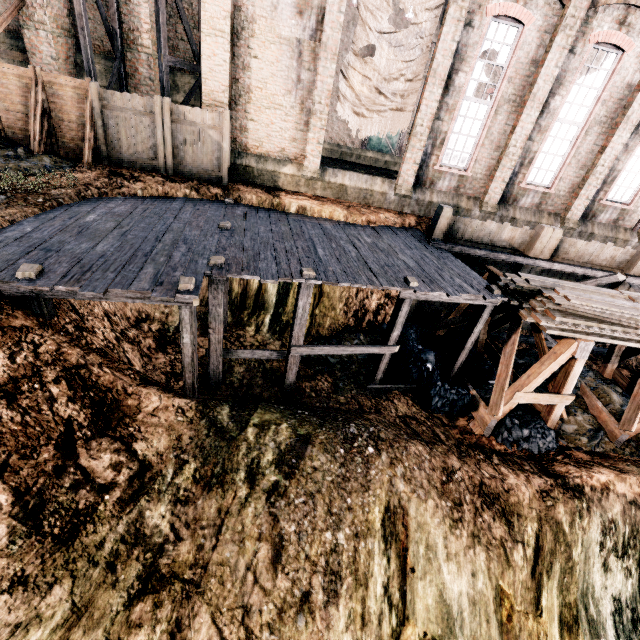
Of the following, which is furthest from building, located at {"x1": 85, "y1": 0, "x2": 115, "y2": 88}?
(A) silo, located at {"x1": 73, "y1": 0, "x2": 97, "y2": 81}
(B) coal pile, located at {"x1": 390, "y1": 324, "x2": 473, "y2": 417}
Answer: (B) coal pile, located at {"x1": 390, "y1": 324, "x2": 473, "y2": 417}

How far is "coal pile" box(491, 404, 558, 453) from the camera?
10.4m

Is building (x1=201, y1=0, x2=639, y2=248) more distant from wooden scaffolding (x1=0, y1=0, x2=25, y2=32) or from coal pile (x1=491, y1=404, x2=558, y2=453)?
coal pile (x1=491, y1=404, x2=558, y2=453)

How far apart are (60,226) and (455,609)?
13.44m

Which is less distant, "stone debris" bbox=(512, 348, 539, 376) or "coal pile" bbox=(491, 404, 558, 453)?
"coal pile" bbox=(491, 404, 558, 453)

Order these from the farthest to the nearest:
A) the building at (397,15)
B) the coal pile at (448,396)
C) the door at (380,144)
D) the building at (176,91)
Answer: the door at (380,144) < the building at (397,15) < the building at (176,91) < the coal pile at (448,396)

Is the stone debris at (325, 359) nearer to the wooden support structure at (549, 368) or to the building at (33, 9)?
the wooden support structure at (549, 368)

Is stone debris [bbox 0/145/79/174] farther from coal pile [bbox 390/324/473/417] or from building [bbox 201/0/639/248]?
coal pile [bbox 390/324/473/417]
